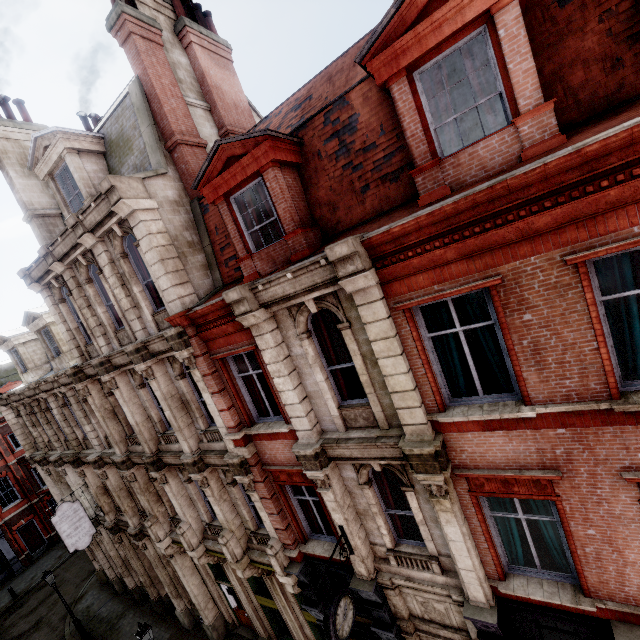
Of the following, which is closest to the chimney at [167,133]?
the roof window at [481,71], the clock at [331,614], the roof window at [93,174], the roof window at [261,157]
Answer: the roof window at [261,157]

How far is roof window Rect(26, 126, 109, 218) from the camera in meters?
9.9 m

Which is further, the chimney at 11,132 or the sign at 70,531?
the sign at 70,531

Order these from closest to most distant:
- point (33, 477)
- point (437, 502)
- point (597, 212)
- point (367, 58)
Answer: point (597, 212) < point (367, 58) < point (437, 502) < point (33, 477)

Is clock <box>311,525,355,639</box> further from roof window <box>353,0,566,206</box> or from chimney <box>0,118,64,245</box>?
chimney <box>0,118,64,245</box>

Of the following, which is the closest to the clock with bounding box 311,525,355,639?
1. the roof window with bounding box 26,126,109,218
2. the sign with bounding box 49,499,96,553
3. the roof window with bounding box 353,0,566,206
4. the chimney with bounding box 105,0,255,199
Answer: the roof window with bounding box 353,0,566,206

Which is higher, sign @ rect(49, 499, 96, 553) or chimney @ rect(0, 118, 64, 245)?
chimney @ rect(0, 118, 64, 245)

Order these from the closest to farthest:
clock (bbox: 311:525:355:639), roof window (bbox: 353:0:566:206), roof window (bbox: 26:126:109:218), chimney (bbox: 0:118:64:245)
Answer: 1. roof window (bbox: 353:0:566:206)
2. clock (bbox: 311:525:355:639)
3. roof window (bbox: 26:126:109:218)
4. chimney (bbox: 0:118:64:245)
